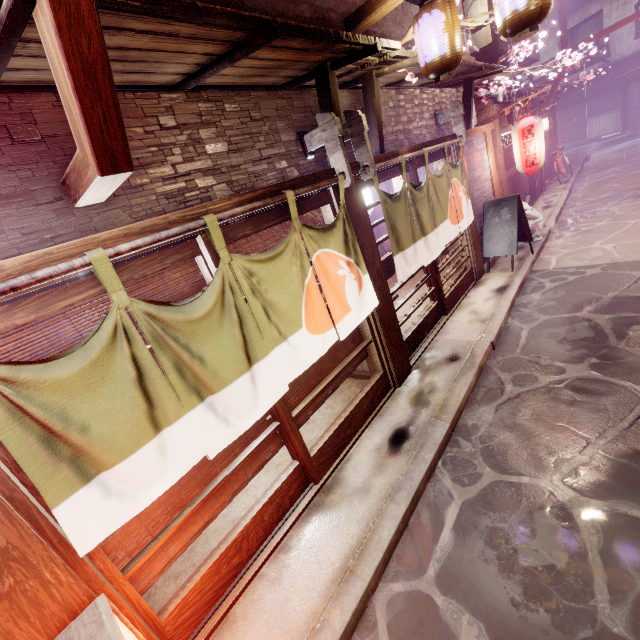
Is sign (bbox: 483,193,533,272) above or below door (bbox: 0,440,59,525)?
below

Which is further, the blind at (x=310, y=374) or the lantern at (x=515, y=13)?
the blind at (x=310, y=374)

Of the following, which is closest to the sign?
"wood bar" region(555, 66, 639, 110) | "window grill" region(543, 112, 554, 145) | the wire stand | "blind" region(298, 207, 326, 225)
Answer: "blind" region(298, 207, 326, 225)

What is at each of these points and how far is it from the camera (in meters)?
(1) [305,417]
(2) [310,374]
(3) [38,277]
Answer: (1) blind, 6.48
(2) blind, 6.59
(3) wood, 3.00

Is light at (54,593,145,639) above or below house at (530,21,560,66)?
below

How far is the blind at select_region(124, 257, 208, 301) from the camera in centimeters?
430cm

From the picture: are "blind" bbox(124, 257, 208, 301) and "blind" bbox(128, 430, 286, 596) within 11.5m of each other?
yes

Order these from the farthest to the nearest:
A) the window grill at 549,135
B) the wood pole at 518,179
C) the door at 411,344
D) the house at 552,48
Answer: the house at 552,48 → the window grill at 549,135 → the wood pole at 518,179 → the door at 411,344
